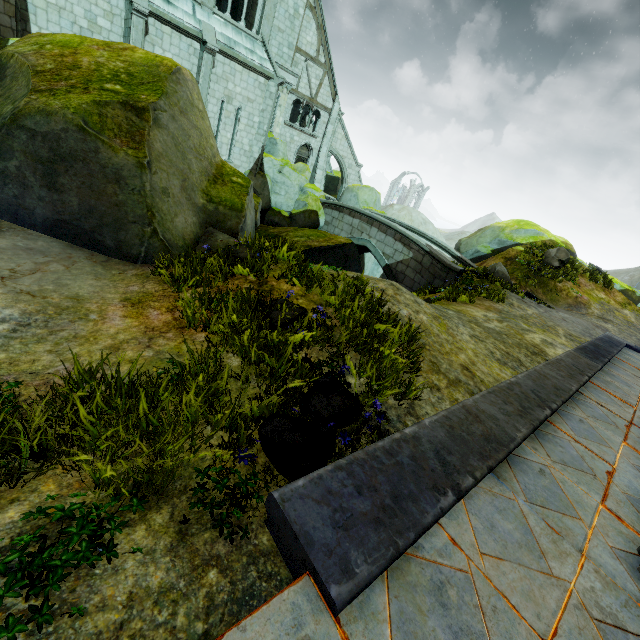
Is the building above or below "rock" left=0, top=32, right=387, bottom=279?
above

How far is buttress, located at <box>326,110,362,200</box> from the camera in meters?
27.7 m

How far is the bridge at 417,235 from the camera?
16.2 meters

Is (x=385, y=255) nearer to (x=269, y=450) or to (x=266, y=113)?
(x=266, y=113)

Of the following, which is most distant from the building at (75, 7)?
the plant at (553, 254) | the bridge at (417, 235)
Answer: the plant at (553, 254)

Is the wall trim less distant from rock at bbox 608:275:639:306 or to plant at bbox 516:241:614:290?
plant at bbox 516:241:614:290

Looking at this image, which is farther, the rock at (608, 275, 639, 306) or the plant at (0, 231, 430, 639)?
the rock at (608, 275, 639, 306)

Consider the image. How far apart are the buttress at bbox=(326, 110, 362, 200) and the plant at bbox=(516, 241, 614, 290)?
18.4m
